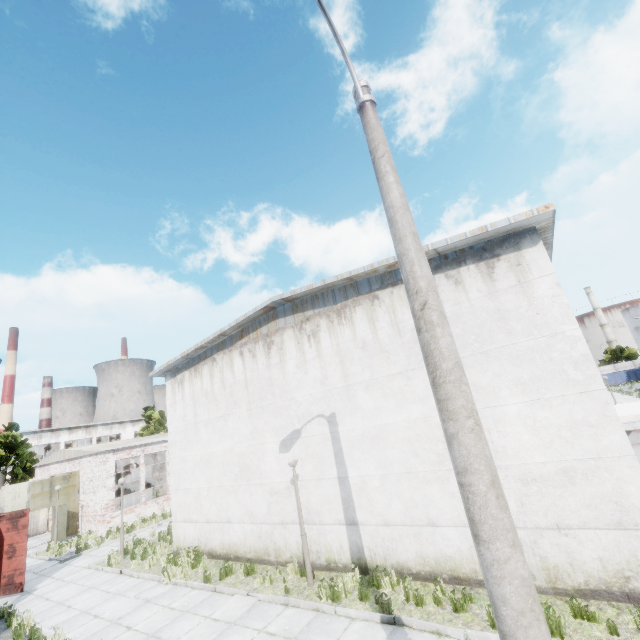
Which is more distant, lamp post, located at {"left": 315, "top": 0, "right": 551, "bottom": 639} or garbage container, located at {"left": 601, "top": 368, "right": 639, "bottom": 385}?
garbage container, located at {"left": 601, "top": 368, "right": 639, "bottom": 385}

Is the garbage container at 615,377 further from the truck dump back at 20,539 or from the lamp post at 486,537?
the truck dump back at 20,539

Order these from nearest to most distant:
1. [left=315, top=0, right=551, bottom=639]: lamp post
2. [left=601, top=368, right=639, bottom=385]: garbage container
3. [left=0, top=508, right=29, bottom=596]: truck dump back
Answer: [left=315, top=0, right=551, bottom=639]: lamp post → [left=0, top=508, right=29, bottom=596]: truck dump back → [left=601, top=368, right=639, bottom=385]: garbage container

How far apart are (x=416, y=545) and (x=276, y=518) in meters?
5.0 m

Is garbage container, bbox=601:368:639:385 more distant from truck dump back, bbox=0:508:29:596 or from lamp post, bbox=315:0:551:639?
truck dump back, bbox=0:508:29:596

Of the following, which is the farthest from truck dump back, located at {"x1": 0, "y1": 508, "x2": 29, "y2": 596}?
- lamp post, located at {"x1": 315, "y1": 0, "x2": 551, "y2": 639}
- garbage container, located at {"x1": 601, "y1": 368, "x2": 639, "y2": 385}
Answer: garbage container, located at {"x1": 601, "y1": 368, "x2": 639, "y2": 385}

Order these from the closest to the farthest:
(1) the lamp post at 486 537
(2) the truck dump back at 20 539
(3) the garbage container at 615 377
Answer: (1) the lamp post at 486 537
(2) the truck dump back at 20 539
(3) the garbage container at 615 377
